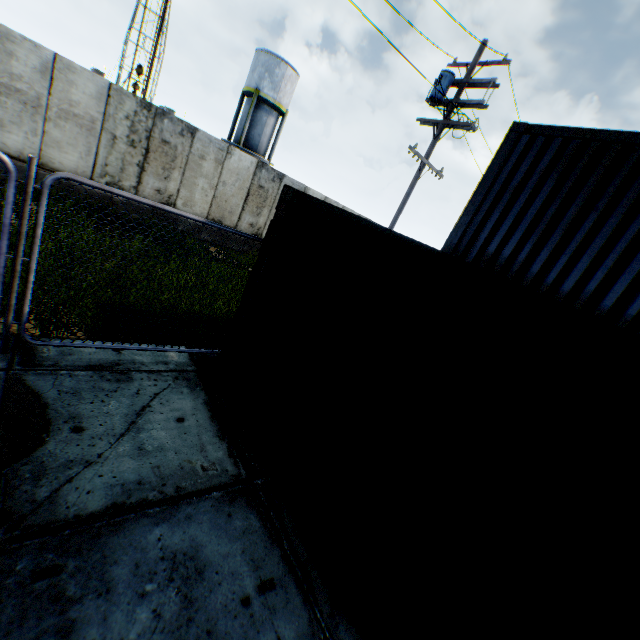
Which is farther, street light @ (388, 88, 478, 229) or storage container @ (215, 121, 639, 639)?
street light @ (388, 88, 478, 229)

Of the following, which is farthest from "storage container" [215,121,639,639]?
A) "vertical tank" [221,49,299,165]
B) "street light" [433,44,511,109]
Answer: "vertical tank" [221,49,299,165]

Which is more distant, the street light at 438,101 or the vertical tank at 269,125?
the vertical tank at 269,125

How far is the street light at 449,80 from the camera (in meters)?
9.97

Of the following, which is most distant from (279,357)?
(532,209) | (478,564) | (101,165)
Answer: (101,165)

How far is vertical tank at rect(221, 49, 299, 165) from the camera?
26.8m
